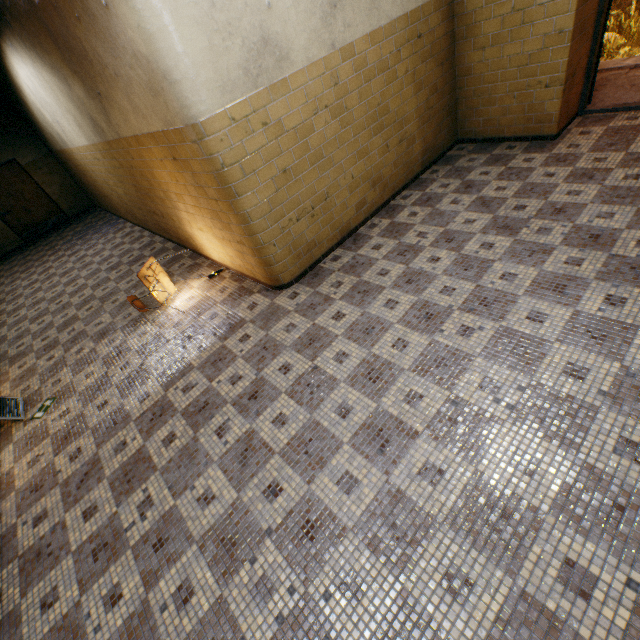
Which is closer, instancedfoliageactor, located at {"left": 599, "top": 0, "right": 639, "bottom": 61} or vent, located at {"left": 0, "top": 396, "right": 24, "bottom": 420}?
vent, located at {"left": 0, "top": 396, "right": 24, "bottom": 420}

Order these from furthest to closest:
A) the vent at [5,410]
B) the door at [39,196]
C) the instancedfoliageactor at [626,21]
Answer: the door at [39,196], the instancedfoliageactor at [626,21], the vent at [5,410]

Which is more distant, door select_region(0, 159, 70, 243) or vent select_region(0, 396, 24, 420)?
door select_region(0, 159, 70, 243)

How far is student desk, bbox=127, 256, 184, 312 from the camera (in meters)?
4.54

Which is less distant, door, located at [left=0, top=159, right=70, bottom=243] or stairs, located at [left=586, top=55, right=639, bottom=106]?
stairs, located at [left=586, top=55, right=639, bottom=106]

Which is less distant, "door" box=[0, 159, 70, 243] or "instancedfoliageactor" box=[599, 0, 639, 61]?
"instancedfoliageactor" box=[599, 0, 639, 61]

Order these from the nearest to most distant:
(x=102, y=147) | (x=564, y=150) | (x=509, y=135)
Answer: (x=564, y=150) → (x=509, y=135) → (x=102, y=147)

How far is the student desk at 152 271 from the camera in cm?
454
